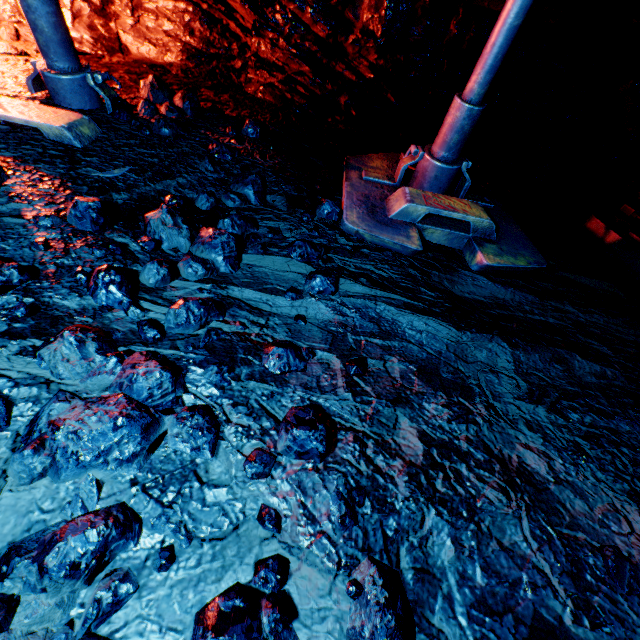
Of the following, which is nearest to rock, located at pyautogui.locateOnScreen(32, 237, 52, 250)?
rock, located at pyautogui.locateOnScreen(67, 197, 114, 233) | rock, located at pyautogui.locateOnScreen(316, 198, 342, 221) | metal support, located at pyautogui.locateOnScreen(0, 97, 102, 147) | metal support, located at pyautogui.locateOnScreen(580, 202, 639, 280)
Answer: rock, located at pyautogui.locateOnScreen(67, 197, 114, 233)

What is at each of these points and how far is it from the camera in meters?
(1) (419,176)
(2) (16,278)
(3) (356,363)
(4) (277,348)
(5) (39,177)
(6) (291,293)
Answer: (1) metal beam, 3.1
(2) rock, 1.5
(3) rock, 1.6
(4) rock, 1.6
(5) rock, 2.0
(6) rock, 2.0

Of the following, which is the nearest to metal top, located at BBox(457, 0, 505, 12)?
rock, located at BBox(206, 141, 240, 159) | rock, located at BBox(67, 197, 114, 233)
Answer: rock, located at BBox(206, 141, 240, 159)

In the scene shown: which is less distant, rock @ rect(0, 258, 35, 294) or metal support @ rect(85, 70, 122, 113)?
rock @ rect(0, 258, 35, 294)

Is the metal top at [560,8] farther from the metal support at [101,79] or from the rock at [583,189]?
the metal support at [101,79]

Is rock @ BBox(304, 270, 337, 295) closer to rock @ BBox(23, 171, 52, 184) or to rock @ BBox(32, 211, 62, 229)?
rock @ BBox(23, 171, 52, 184)

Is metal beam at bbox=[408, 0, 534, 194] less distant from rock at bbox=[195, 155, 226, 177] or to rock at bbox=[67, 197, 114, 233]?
rock at bbox=[195, 155, 226, 177]

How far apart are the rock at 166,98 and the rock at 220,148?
0.18m
